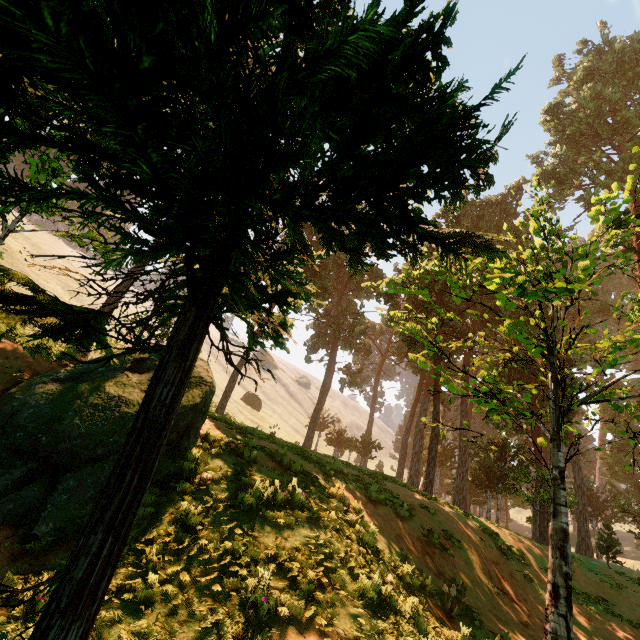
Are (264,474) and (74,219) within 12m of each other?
no

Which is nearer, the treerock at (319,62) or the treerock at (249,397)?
the treerock at (319,62)

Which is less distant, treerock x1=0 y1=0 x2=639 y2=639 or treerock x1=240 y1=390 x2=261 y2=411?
treerock x1=0 y1=0 x2=639 y2=639

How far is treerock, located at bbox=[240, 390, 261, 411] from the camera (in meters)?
54.62

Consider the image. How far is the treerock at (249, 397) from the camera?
54.6 meters
